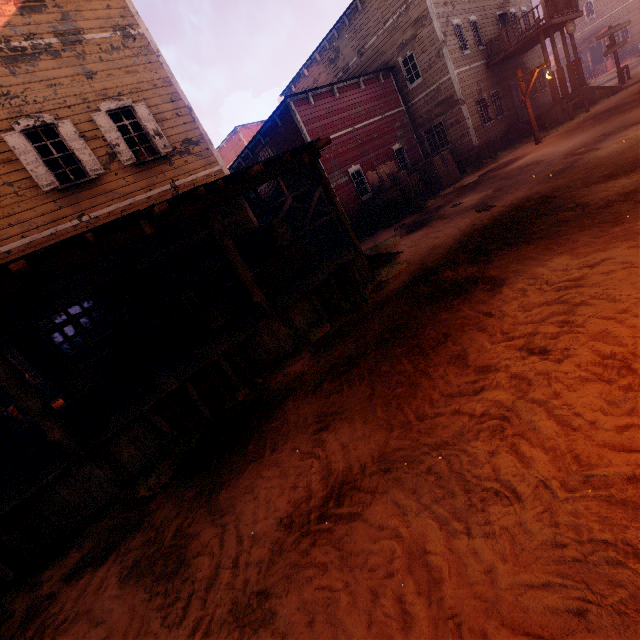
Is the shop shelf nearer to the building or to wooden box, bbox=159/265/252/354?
the building

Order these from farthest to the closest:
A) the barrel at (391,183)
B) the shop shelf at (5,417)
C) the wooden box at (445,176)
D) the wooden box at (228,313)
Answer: the wooden box at (445,176) < the barrel at (391,183) < the shop shelf at (5,417) < the wooden box at (228,313)

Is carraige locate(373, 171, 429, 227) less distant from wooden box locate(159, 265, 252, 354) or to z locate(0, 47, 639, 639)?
z locate(0, 47, 639, 639)

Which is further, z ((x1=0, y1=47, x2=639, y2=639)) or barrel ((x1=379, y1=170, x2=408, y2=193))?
barrel ((x1=379, y1=170, x2=408, y2=193))

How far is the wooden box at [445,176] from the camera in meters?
17.0 m

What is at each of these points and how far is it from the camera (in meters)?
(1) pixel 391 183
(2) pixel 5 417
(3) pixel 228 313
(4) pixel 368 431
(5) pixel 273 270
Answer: (1) barrel, 15.35
(2) shop shelf, 10.52
(3) wooden box, 8.39
(4) z, 3.65
(5) wooden box, 8.96

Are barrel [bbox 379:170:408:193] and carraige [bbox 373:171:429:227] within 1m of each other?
yes

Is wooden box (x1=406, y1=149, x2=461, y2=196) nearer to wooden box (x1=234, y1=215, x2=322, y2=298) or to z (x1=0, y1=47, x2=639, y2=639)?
z (x1=0, y1=47, x2=639, y2=639)
